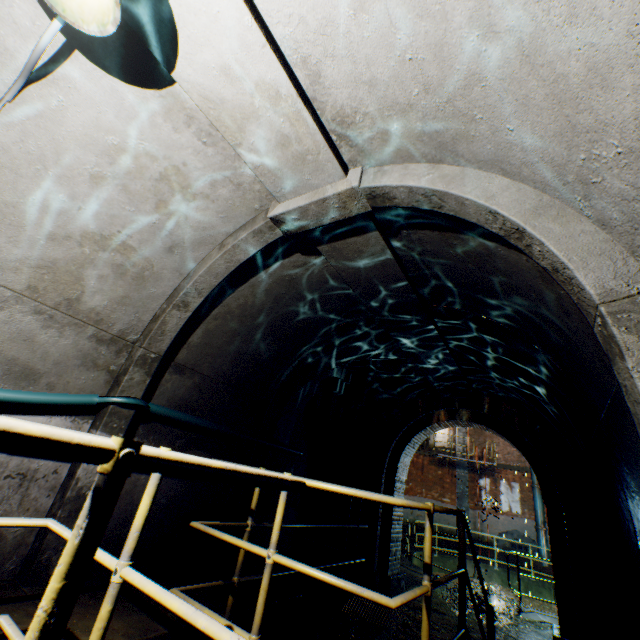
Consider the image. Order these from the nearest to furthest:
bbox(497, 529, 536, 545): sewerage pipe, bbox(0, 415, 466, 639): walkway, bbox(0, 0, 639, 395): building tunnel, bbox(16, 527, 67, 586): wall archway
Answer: bbox(0, 415, 466, 639): walkway < bbox(0, 0, 639, 395): building tunnel < bbox(16, 527, 67, 586): wall archway < bbox(497, 529, 536, 545): sewerage pipe

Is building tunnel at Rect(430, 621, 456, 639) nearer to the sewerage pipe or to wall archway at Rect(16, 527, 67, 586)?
wall archway at Rect(16, 527, 67, 586)

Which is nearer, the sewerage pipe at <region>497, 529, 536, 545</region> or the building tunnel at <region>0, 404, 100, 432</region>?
the building tunnel at <region>0, 404, 100, 432</region>

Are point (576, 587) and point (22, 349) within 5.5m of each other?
no

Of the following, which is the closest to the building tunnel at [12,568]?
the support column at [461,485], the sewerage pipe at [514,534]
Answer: the support column at [461,485]

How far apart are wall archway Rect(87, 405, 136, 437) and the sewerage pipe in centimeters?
2165cm

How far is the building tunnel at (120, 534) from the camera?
3.4 meters

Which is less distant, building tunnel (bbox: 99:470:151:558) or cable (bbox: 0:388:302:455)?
cable (bbox: 0:388:302:455)
